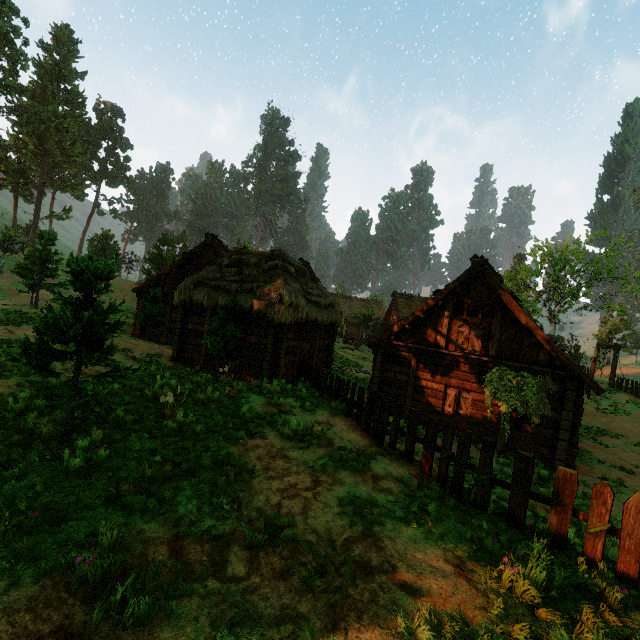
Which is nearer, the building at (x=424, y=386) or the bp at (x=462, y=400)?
the building at (x=424, y=386)

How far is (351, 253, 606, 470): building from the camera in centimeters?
1212cm

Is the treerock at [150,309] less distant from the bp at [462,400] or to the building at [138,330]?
the building at [138,330]

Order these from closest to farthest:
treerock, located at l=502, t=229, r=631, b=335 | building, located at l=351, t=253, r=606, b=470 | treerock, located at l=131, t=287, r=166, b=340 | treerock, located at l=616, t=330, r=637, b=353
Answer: building, located at l=351, t=253, r=606, b=470, treerock, located at l=131, t=287, r=166, b=340, treerock, located at l=502, t=229, r=631, b=335, treerock, located at l=616, t=330, r=637, b=353

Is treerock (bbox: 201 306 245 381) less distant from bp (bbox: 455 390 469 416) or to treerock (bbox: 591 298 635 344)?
treerock (bbox: 591 298 635 344)

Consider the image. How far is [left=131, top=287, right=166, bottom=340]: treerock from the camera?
20.4 meters

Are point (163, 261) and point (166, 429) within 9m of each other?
no

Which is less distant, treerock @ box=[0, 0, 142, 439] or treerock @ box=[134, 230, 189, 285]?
treerock @ box=[0, 0, 142, 439]
